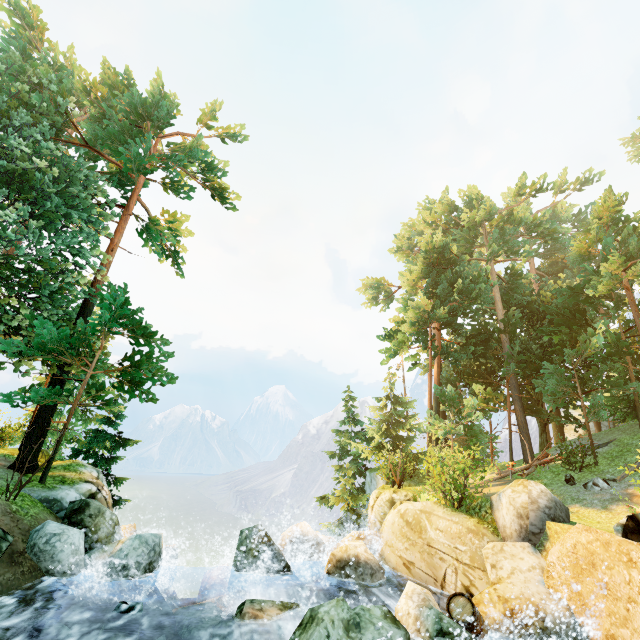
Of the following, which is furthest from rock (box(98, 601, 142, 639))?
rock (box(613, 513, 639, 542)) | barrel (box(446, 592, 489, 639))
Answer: rock (box(613, 513, 639, 542))

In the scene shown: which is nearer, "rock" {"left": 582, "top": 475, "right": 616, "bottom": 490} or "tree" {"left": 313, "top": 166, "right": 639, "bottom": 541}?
"rock" {"left": 582, "top": 475, "right": 616, "bottom": 490}

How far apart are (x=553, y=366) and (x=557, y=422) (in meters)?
4.27

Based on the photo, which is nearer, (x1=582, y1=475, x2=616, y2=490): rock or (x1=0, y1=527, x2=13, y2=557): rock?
(x1=0, y1=527, x2=13, y2=557): rock

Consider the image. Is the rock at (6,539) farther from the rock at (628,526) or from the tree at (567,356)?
the rock at (628,526)

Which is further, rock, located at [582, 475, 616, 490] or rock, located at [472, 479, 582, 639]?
rock, located at [582, 475, 616, 490]

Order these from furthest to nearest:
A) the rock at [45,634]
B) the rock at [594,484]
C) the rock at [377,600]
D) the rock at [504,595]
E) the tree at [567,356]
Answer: the tree at [567,356], the rock at [594,484], the rock at [504,595], the rock at [45,634], the rock at [377,600]

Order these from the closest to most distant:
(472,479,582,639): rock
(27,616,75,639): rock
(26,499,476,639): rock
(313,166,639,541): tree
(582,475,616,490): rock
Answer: (26,499,476,639): rock
(27,616,75,639): rock
(472,479,582,639): rock
(582,475,616,490): rock
(313,166,639,541): tree
